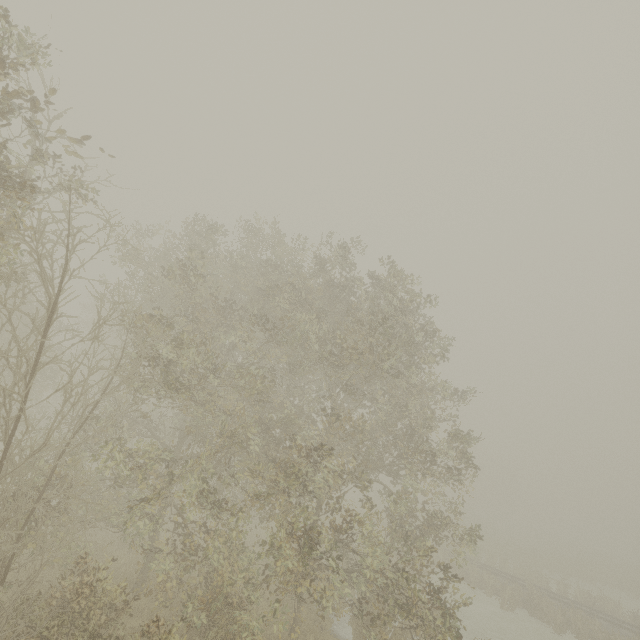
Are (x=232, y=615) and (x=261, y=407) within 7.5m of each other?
yes
